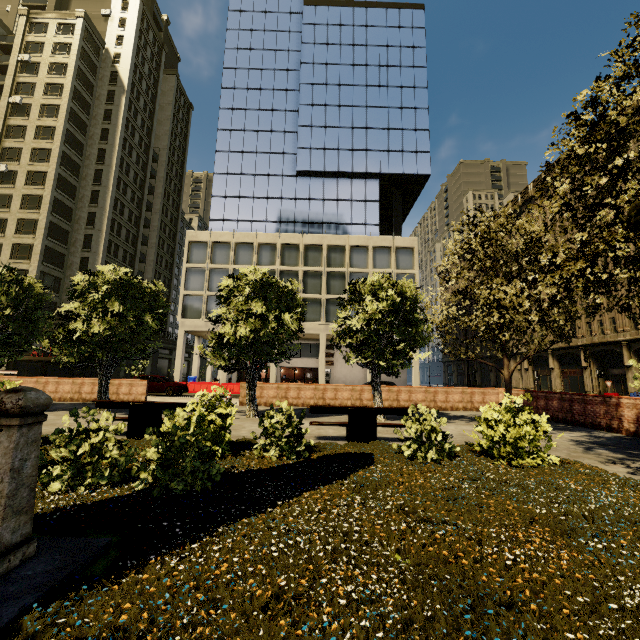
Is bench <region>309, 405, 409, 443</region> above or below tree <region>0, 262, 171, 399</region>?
below

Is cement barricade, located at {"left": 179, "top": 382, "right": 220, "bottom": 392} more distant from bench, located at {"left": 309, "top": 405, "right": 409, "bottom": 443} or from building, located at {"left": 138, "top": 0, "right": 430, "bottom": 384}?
A: bench, located at {"left": 309, "top": 405, "right": 409, "bottom": 443}

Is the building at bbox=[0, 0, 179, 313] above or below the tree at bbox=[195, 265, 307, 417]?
above

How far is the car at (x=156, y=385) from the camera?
22.7m

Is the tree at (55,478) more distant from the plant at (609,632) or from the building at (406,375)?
the building at (406,375)

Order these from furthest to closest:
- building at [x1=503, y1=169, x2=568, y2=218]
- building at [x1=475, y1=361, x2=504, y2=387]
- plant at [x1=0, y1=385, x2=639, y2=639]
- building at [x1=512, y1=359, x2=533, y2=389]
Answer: building at [x1=475, y1=361, x2=504, y2=387], building at [x1=512, y1=359, x2=533, y2=389], building at [x1=503, y1=169, x2=568, y2=218], plant at [x1=0, y1=385, x2=639, y2=639]

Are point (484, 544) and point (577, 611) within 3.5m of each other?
yes
